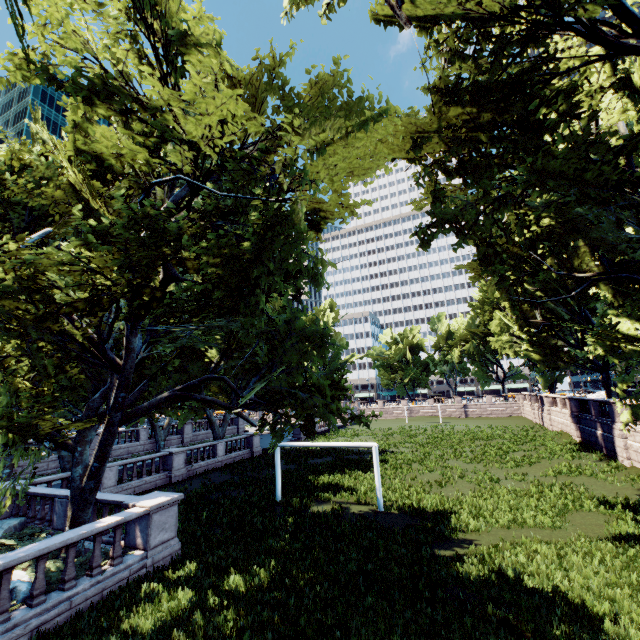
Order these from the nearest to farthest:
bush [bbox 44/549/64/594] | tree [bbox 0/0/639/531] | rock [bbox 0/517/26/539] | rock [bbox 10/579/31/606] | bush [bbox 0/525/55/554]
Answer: tree [bbox 0/0/639/531], rock [bbox 10/579/31/606], bush [bbox 44/549/64/594], bush [bbox 0/525/55/554], rock [bbox 0/517/26/539]

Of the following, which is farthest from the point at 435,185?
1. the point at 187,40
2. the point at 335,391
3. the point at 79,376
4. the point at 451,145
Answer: the point at 79,376

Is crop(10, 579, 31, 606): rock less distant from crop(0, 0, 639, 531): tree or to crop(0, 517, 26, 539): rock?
crop(0, 0, 639, 531): tree

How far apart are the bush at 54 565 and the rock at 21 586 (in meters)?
0.20

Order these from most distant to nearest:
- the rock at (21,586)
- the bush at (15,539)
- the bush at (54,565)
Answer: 1. the bush at (15,539)
2. the bush at (54,565)
3. the rock at (21,586)

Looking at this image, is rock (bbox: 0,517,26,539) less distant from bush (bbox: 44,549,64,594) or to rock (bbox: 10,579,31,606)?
bush (bbox: 44,549,64,594)

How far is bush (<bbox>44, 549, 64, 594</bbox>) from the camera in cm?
903

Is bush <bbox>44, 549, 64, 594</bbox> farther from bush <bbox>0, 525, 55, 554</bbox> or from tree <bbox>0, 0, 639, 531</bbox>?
bush <bbox>0, 525, 55, 554</bbox>
